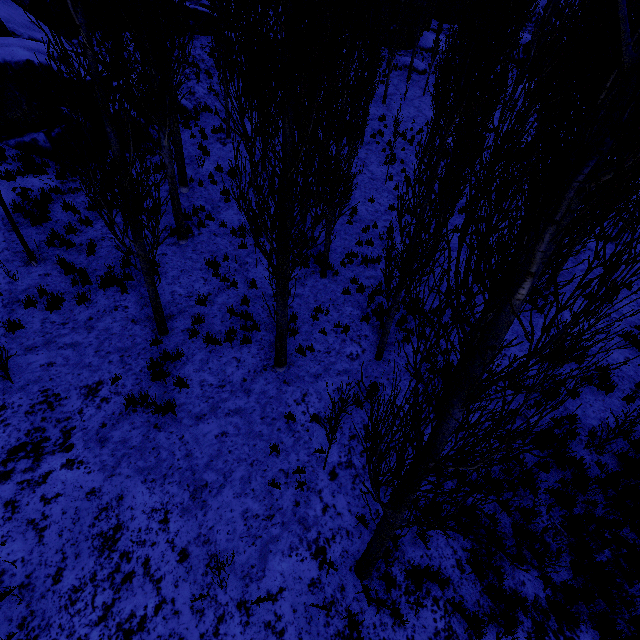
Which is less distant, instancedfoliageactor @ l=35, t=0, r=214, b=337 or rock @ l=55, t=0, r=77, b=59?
instancedfoliageactor @ l=35, t=0, r=214, b=337

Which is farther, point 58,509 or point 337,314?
point 337,314

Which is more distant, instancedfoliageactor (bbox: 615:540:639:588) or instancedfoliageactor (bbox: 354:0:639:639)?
instancedfoliageactor (bbox: 615:540:639:588)

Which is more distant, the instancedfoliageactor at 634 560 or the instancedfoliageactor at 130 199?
the instancedfoliageactor at 634 560

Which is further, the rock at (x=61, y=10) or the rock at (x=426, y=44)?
the rock at (x=426, y=44)
